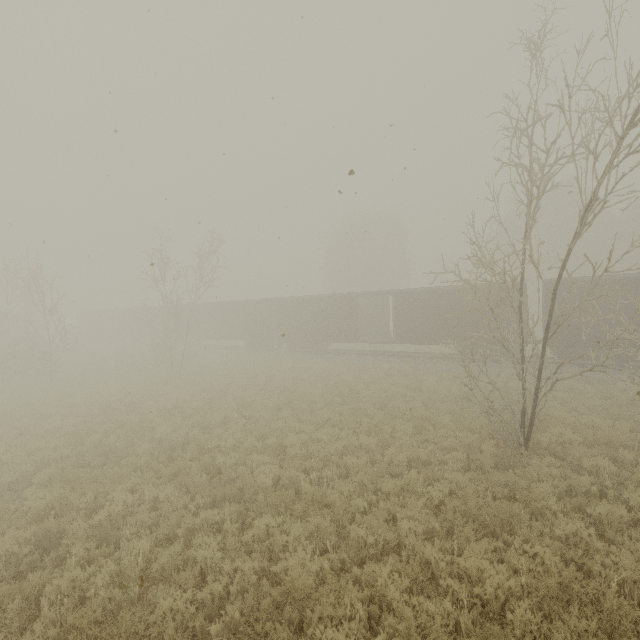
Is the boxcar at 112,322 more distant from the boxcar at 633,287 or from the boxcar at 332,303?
the boxcar at 633,287

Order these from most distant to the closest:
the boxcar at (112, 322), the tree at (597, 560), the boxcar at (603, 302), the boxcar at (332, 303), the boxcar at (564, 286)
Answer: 1. the boxcar at (112, 322)
2. the boxcar at (332, 303)
3. the boxcar at (564, 286)
4. the boxcar at (603, 302)
5. the tree at (597, 560)

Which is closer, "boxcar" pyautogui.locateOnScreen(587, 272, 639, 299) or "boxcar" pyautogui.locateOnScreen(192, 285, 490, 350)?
"boxcar" pyautogui.locateOnScreen(587, 272, 639, 299)

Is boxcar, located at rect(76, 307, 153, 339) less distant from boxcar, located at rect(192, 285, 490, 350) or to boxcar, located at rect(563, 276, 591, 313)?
boxcar, located at rect(192, 285, 490, 350)

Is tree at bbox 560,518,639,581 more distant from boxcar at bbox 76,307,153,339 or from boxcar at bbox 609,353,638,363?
boxcar at bbox 76,307,153,339

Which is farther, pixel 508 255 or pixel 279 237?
pixel 279 237

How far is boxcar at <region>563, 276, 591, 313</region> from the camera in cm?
1706
